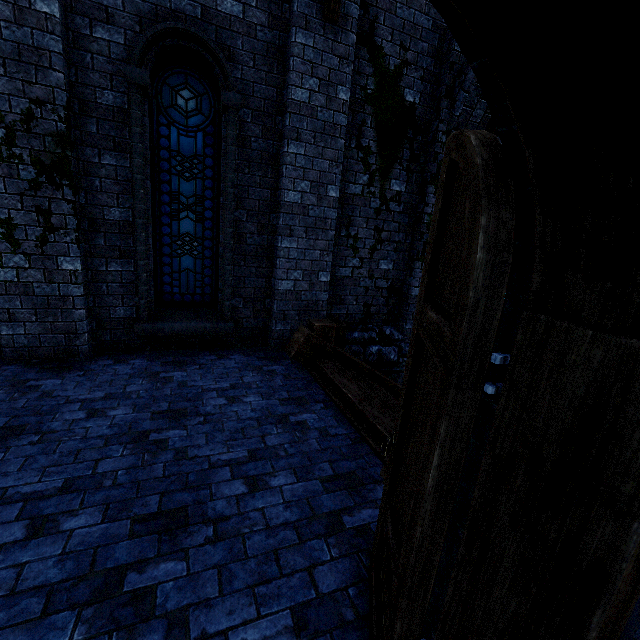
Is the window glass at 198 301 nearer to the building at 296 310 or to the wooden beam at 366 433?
the building at 296 310

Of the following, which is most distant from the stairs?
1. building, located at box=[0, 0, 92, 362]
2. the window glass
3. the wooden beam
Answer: the window glass

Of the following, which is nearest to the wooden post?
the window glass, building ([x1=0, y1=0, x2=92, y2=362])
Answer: building ([x1=0, y1=0, x2=92, y2=362])

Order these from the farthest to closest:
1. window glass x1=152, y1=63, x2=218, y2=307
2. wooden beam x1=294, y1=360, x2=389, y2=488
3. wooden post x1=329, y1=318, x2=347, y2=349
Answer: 1. wooden post x1=329, y1=318, x2=347, y2=349
2. window glass x1=152, y1=63, x2=218, y2=307
3. wooden beam x1=294, y1=360, x2=389, y2=488

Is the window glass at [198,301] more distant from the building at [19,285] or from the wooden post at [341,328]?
the wooden post at [341,328]

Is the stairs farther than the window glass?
No

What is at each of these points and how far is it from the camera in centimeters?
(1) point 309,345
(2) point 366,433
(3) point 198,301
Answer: (1) stairs, 516cm
(2) wooden beam, 361cm
(3) window glass, 592cm

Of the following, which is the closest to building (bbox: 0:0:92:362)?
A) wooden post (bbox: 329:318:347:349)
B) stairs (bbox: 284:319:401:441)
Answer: wooden post (bbox: 329:318:347:349)
